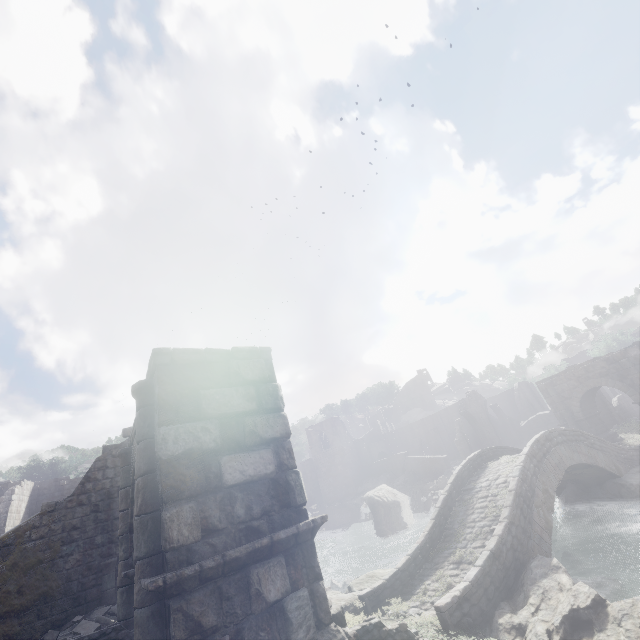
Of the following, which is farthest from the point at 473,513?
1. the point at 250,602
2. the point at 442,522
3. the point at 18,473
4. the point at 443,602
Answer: the point at 18,473

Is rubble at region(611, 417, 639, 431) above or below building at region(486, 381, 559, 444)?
below

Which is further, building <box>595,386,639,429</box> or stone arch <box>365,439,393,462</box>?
stone arch <box>365,439,393,462</box>

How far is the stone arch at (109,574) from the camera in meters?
12.0 m

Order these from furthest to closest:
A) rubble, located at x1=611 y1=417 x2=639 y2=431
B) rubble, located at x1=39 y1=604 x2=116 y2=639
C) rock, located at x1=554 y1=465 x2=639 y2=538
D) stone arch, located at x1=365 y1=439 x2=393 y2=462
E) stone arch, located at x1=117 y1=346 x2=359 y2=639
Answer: stone arch, located at x1=365 y1=439 x2=393 y2=462 → rubble, located at x1=611 y1=417 x2=639 y2=431 → rock, located at x1=554 y1=465 x2=639 y2=538 → rubble, located at x1=39 y1=604 x2=116 y2=639 → stone arch, located at x1=117 y1=346 x2=359 y2=639

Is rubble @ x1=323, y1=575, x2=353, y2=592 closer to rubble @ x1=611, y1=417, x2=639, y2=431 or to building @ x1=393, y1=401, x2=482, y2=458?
building @ x1=393, y1=401, x2=482, y2=458

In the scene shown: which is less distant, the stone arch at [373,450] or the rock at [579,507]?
the rock at [579,507]

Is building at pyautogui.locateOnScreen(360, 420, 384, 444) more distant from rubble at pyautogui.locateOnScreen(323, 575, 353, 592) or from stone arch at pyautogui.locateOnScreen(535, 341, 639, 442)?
rubble at pyautogui.locateOnScreen(323, 575, 353, 592)
